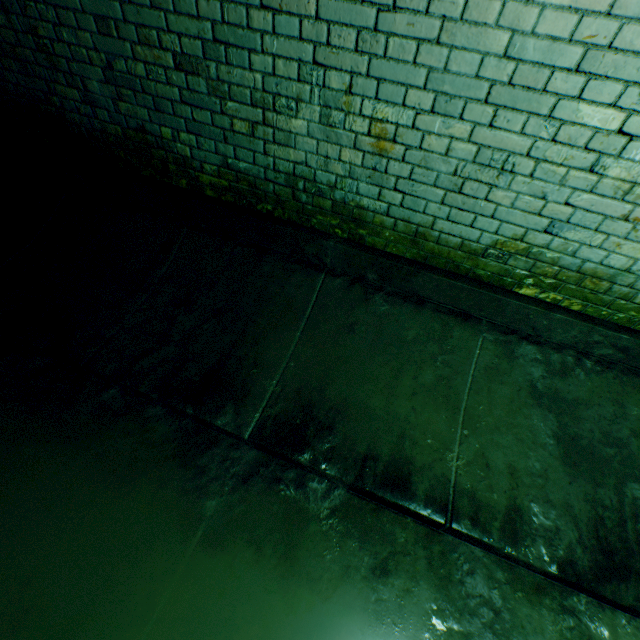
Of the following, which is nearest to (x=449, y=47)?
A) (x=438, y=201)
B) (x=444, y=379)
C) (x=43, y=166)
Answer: (x=438, y=201)
